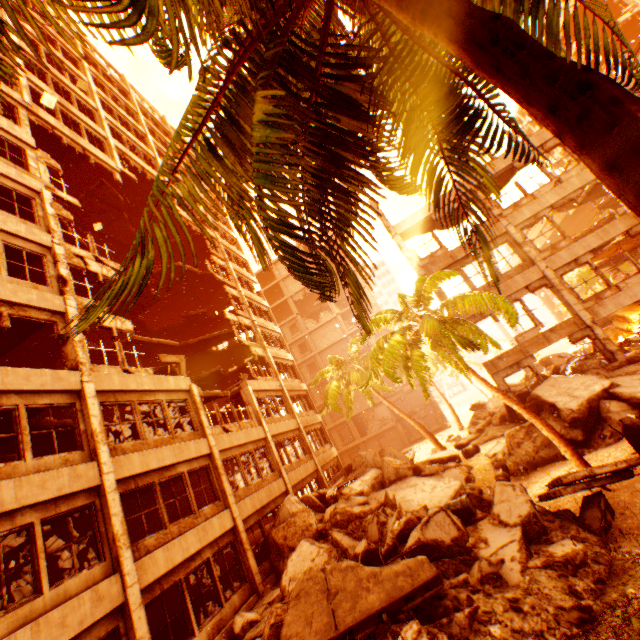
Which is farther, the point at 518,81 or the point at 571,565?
the point at 571,565

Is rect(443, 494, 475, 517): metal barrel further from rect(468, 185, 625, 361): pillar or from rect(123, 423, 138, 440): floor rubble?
rect(123, 423, 138, 440): floor rubble

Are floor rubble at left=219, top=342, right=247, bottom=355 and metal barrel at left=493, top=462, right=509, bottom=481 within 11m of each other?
no

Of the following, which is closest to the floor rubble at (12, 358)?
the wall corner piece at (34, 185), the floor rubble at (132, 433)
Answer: the wall corner piece at (34, 185)

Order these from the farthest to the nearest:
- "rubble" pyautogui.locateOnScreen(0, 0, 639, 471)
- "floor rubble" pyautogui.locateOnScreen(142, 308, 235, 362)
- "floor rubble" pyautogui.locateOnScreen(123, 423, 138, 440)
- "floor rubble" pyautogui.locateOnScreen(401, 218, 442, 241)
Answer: "floor rubble" pyautogui.locateOnScreen(142, 308, 235, 362)
"floor rubble" pyautogui.locateOnScreen(401, 218, 442, 241)
"floor rubble" pyautogui.locateOnScreen(123, 423, 138, 440)
"rubble" pyautogui.locateOnScreen(0, 0, 639, 471)

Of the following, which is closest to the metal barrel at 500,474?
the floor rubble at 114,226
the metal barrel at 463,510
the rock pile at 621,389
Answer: the rock pile at 621,389

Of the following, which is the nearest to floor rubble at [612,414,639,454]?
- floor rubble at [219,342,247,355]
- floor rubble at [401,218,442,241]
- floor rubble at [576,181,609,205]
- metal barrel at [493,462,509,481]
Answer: metal barrel at [493,462,509,481]

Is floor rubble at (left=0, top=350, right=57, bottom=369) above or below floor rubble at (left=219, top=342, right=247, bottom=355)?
above
